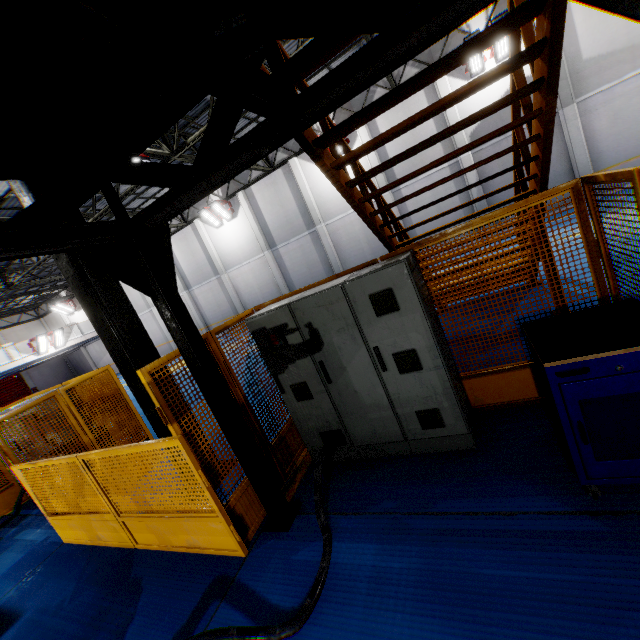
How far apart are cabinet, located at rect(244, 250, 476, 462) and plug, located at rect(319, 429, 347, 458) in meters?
0.0

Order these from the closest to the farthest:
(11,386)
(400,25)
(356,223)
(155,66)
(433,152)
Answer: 1. (155,66)
2. (400,25)
3. (433,152)
4. (356,223)
5. (11,386)

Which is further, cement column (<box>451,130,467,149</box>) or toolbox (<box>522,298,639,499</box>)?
cement column (<box>451,130,467,149</box>)

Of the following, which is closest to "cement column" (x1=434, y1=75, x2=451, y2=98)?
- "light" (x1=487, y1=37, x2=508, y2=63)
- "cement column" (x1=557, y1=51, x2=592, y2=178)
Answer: "light" (x1=487, y1=37, x2=508, y2=63)

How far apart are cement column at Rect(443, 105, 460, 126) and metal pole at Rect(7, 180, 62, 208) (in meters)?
15.34

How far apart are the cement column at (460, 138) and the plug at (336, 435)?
15.1m

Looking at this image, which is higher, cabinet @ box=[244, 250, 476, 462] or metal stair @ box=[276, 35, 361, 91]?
metal stair @ box=[276, 35, 361, 91]

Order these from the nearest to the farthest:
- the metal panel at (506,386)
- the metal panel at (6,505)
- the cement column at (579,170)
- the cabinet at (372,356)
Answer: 1. the metal panel at (506,386)
2. the cabinet at (372,356)
3. the metal panel at (6,505)
4. the cement column at (579,170)
